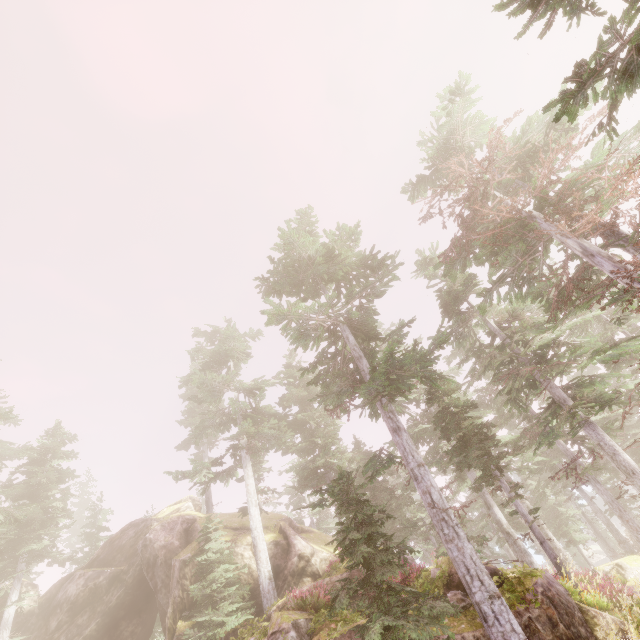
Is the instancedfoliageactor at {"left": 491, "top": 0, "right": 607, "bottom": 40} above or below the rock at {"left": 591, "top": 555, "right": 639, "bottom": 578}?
above

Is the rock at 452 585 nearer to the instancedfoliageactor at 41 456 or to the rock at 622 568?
the instancedfoliageactor at 41 456

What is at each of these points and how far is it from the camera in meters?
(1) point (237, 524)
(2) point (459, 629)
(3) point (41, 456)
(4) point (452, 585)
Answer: (1) rock, 25.3
(2) rock, 8.9
(3) instancedfoliageactor, 27.3
(4) rock, 10.5

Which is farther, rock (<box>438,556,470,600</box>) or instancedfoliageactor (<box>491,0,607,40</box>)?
rock (<box>438,556,470,600</box>)

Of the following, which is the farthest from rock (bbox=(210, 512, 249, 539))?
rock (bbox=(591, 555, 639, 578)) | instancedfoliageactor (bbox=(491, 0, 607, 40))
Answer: rock (bbox=(591, 555, 639, 578))

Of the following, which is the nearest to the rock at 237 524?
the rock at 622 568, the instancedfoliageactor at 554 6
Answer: the instancedfoliageactor at 554 6

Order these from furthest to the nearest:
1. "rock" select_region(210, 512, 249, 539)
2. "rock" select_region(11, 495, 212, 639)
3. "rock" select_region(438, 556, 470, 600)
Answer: "rock" select_region(210, 512, 249, 539)
"rock" select_region(11, 495, 212, 639)
"rock" select_region(438, 556, 470, 600)
